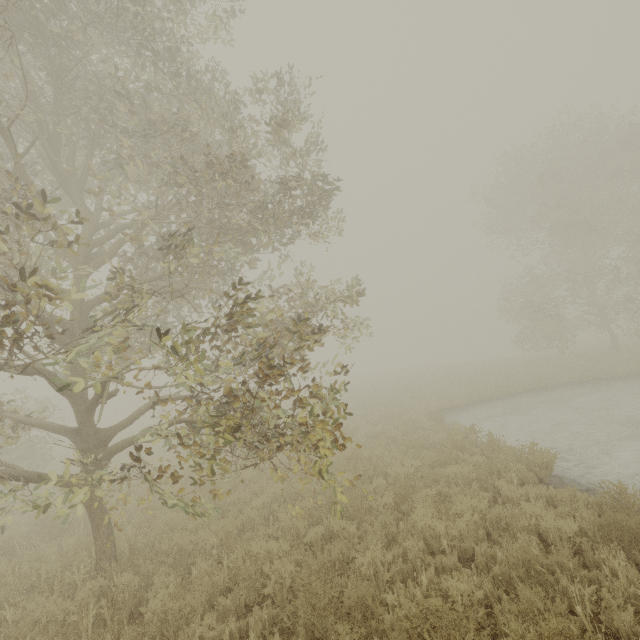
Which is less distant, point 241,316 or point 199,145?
point 241,316

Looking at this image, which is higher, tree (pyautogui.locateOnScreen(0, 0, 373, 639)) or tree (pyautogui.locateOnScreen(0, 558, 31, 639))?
tree (pyautogui.locateOnScreen(0, 0, 373, 639))

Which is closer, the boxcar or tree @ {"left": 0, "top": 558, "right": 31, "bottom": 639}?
tree @ {"left": 0, "top": 558, "right": 31, "bottom": 639}

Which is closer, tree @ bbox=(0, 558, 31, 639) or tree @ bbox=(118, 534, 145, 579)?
tree @ bbox=(0, 558, 31, 639)

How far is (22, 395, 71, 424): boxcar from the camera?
36.02m

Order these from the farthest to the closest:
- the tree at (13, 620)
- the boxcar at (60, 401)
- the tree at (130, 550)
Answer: the boxcar at (60, 401) → the tree at (130, 550) → the tree at (13, 620)

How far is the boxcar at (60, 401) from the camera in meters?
36.0

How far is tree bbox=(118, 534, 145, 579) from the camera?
5.75m
